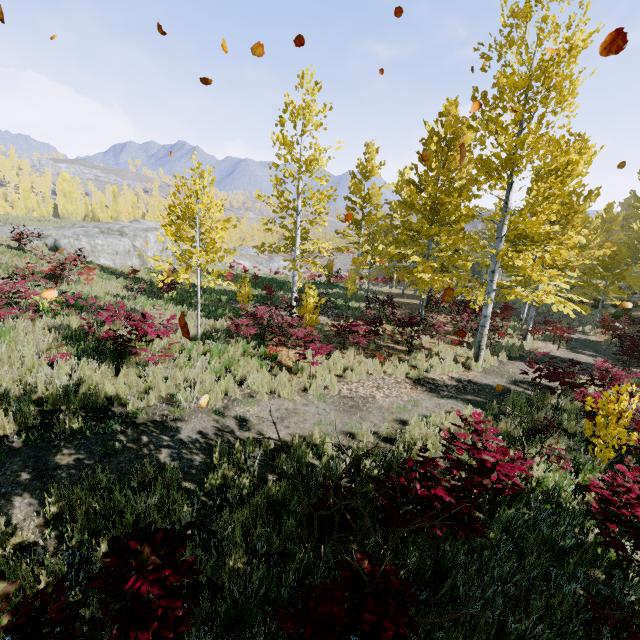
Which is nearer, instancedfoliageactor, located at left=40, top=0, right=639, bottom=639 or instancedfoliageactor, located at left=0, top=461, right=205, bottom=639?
instancedfoliageactor, located at left=0, top=461, right=205, bottom=639

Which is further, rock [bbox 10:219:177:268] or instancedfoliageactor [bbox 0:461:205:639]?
rock [bbox 10:219:177:268]

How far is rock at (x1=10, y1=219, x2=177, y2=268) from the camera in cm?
2205

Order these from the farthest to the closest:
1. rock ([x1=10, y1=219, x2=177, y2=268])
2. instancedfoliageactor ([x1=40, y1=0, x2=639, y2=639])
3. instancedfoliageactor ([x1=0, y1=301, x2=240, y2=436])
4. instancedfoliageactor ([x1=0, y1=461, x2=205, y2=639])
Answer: rock ([x1=10, y1=219, x2=177, y2=268]) < instancedfoliageactor ([x1=0, y1=301, x2=240, y2=436]) < instancedfoliageactor ([x1=40, y1=0, x2=639, y2=639]) < instancedfoliageactor ([x1=0, y1=461, x2=205, y2=639])

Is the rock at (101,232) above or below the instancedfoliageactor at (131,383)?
above

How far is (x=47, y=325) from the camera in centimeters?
851cm

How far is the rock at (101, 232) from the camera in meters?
22.0
